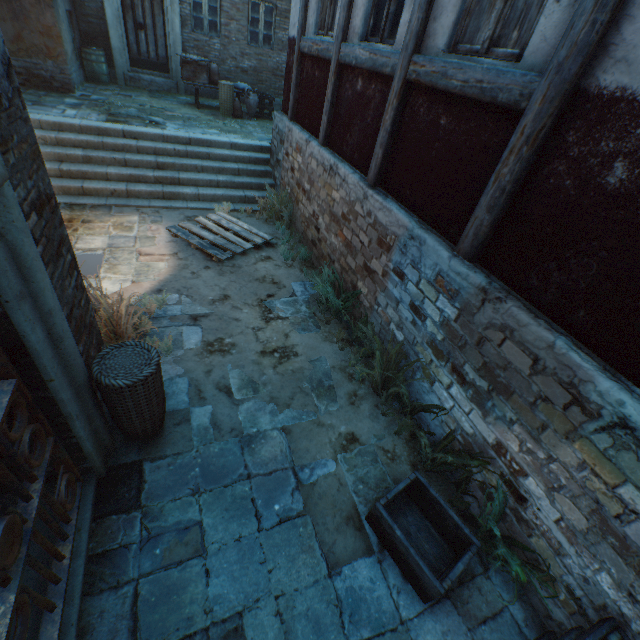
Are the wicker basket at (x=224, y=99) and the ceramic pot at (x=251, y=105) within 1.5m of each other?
yes

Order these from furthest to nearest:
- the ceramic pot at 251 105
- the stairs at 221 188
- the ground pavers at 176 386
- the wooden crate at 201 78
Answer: the ceramic pot at 251 105 → the wooden crate at 201 78 → the stairs at 221 188 → the ground pavers at 176 386

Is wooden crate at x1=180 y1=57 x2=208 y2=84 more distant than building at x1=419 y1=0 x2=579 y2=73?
Yes

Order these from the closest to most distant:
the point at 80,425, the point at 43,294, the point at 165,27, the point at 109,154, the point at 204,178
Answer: the point at 43,294, the point at 80,425, the point at 109,154, the point at 204,178, the point at 165,27

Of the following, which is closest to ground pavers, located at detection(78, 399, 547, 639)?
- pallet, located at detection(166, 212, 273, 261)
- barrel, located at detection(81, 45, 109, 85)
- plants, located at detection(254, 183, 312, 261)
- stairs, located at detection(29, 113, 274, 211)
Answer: pallet, located at detection(166, 212, 273, 261)

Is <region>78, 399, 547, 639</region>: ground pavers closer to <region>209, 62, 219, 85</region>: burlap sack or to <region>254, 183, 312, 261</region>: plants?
<region>254, 183, 312, 261</region>: plants

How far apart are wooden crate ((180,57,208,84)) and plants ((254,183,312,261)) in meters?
5.8 m

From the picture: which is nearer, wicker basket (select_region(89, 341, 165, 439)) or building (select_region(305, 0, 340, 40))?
wicker basket (select_region(89, 341, 165, 439))
